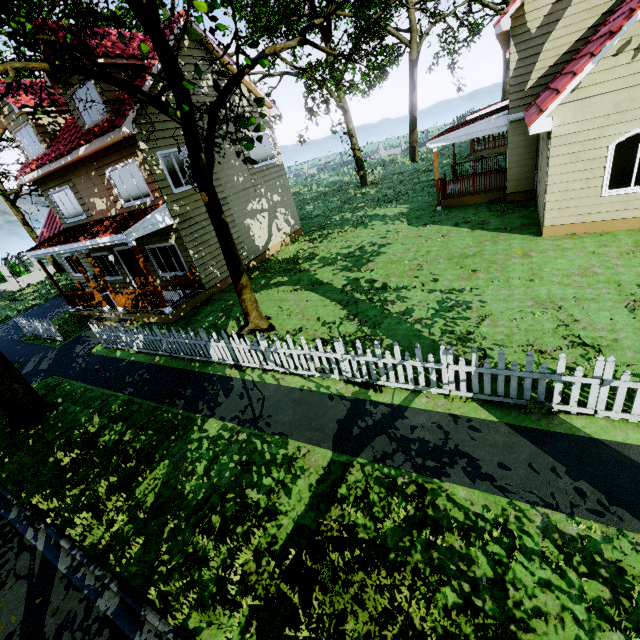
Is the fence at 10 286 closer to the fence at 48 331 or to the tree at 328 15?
the tree at 328 15

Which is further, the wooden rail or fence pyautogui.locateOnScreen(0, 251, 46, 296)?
fence pyautogui.locateOnScreen(0, 251, 46, 296)

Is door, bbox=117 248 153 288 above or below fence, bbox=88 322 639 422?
above

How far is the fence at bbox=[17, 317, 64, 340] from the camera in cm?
1338

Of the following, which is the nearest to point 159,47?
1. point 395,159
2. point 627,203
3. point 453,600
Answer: point 453,600

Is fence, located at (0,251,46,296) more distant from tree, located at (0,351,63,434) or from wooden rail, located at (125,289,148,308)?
wooden rail, located at (125,289,148,308)

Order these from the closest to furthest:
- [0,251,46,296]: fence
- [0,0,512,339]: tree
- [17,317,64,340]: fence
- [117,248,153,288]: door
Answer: [0,0,512,339]: tree → [17,317,64,340]: fence → [117,248,153,288]: door → [0,251,46,296]: fence

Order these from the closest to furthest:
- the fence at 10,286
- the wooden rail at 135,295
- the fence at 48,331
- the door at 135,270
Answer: the wooden rail at 135,295, the fence at 48,331, the door at 135,270, the fence at 10,286
